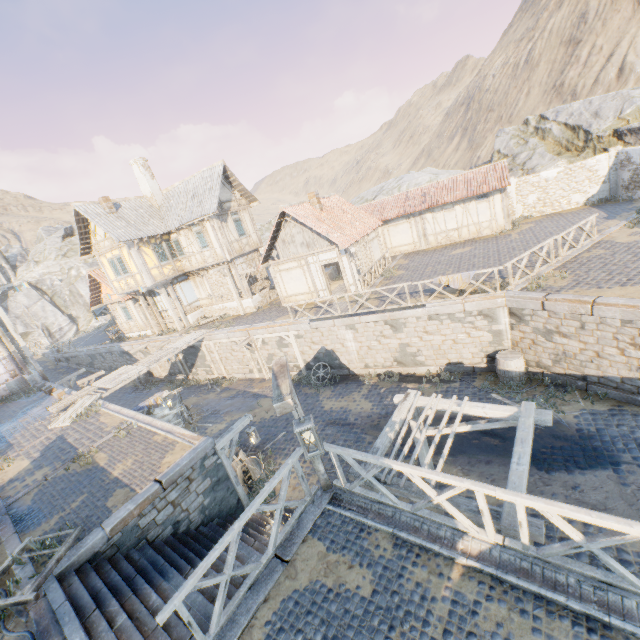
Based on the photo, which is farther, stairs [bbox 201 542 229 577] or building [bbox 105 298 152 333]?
building [bbox 105 298 152 333]

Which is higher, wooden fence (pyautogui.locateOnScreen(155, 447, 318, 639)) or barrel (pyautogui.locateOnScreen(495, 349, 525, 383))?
wooden fence (pyautogui.locateOnScreen(155, 447, 318, 639))

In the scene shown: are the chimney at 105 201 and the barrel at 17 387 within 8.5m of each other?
no

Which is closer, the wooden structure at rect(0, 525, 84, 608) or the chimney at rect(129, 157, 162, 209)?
the wooden structure at rect(0, 525, 84, 608)

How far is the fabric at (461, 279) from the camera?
12.8m

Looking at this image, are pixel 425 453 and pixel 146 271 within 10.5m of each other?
no

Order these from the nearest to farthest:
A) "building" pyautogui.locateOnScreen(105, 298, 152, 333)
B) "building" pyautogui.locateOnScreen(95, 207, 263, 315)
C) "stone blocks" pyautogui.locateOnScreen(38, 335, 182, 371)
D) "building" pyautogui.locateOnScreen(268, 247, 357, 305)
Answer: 1. "building" pyautogui.locateOnScreen(268, 247, 357, 305)
2. "building" pyautogui.locateOnScreen(95, 207, 263, 315)
3. "stone blocks" pyautogui.locateOnScreen(38, 335, 182, 371)
4. "building" pyautogui.locateOnScreen(105, 298, 152, 333)

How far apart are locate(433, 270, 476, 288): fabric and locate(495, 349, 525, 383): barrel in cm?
292
